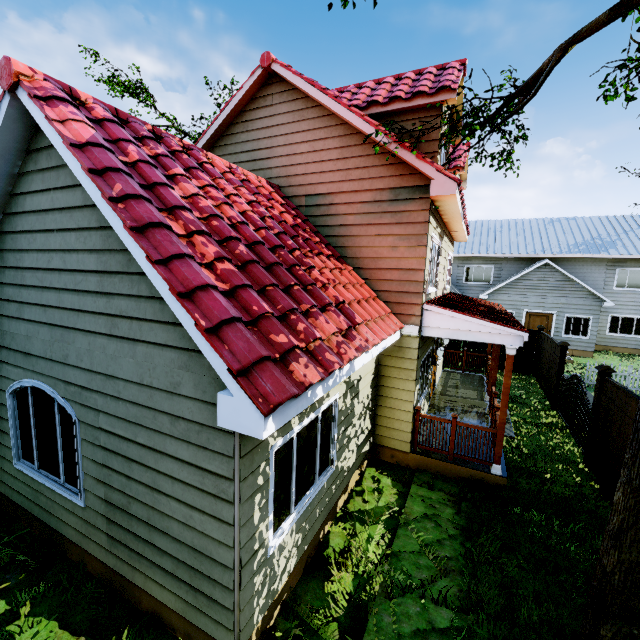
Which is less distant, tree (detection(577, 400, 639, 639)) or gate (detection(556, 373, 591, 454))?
tree (detection(577, 400, 639, 639))

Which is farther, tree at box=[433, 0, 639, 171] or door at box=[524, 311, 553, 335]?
door at box=[524, 311, 553, 335]

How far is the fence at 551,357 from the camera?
11.8m

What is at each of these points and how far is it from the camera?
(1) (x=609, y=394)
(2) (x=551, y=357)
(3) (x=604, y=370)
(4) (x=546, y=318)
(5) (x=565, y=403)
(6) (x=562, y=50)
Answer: (1) fence, 7.1 meters
(2) fence, 12.3 meters
(3) fence post, 7.4 meters
(4) door, 20.2 meters
(5) gate, 10.3 meters
(6) tree, 5.2 meters

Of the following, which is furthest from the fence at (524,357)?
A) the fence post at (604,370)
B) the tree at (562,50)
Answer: the fence post at (604,370)

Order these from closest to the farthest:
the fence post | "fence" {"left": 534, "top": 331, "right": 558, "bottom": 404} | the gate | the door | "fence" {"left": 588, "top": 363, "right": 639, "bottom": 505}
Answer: "fence" {"left": 588, "top": 363, "right": 639, "bottom": 505} < the fence post < the gate < "fence" {"left": 534, "top": 331, "right": 558, "bottom": 404} < the door

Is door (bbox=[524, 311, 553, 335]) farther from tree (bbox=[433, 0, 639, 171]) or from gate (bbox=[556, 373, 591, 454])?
tree (bbox=[433, 0, 639, 171])

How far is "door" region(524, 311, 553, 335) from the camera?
20.15m
